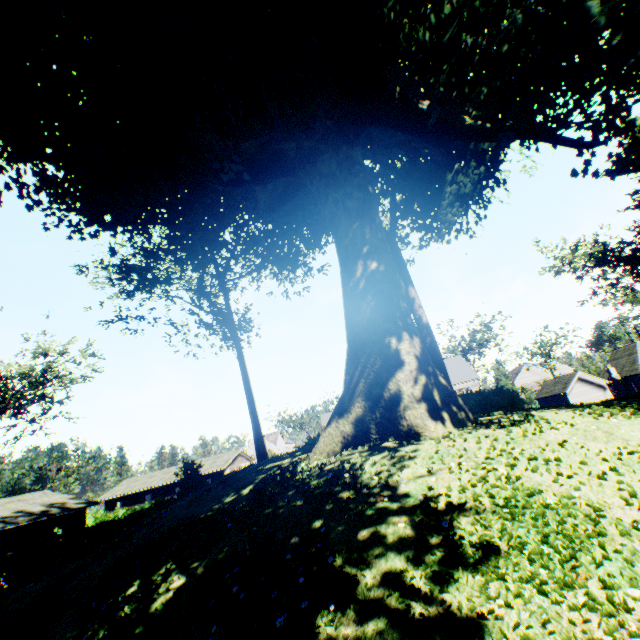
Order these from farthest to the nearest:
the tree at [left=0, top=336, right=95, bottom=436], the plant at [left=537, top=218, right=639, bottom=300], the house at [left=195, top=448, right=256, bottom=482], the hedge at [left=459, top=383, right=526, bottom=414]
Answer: the house at [left=195, top=448, right=256, bottom=482] → the tree at [left=0, top=336, right=95, bottom=436] → the plant at [left=537, top=218, right=639, bottom=300] → the hedge at [left=459, top=383, right=526, bottom=414]

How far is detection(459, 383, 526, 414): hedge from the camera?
12.8 meters

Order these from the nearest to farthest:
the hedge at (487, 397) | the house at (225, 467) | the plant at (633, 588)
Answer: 1. the plant at (633, 588)
2. the hedge at (487, 397)
3. the house at (225, 467)

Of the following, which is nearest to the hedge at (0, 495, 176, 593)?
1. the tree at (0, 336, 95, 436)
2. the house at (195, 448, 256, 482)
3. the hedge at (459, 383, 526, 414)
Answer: the house at (195, 448, 256, 482)

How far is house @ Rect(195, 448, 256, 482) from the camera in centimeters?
4678cm

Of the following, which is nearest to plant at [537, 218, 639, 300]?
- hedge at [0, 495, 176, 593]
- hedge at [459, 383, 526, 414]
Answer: hedge at [459, 383, 526, 414]

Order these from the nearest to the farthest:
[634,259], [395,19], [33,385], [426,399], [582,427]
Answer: [582,427] < [426,399] < [395,19] < [634,259] < [33,385]

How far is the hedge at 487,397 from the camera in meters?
12.8 m
